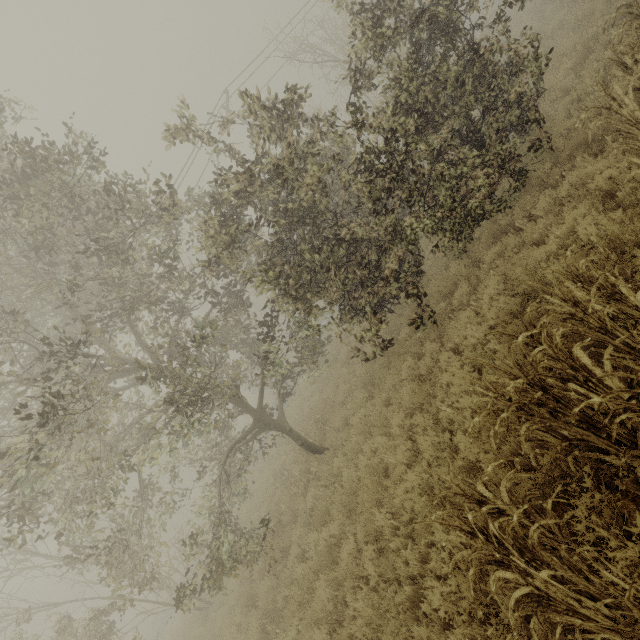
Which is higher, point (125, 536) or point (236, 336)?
point (236, 336)
